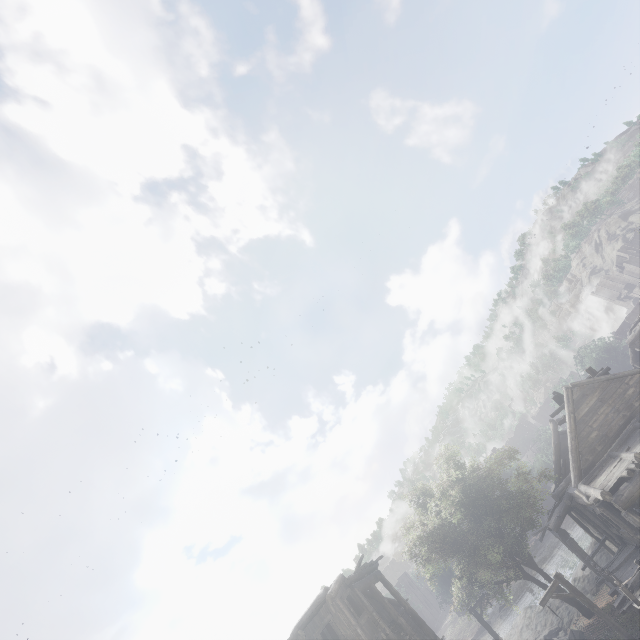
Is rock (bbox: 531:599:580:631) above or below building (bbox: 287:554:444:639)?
below

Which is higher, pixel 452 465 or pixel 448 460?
pixel 448 460

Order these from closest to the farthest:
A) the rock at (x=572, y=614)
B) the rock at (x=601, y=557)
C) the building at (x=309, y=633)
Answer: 1. the building at (x=309, y=633)
2. the rock at (x=572, y=614)
3. the rock at (x=601, y=557)

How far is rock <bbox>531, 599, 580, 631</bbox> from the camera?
24.75m

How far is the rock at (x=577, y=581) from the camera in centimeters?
2483cm

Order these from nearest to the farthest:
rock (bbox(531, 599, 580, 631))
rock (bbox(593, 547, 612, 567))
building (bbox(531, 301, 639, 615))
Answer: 1. building (bbox(531, 301, 639, 615))
2. rock (bbox(531, 599, 580, 631))
3. rock (bbox(593, 547, 612, 567))
